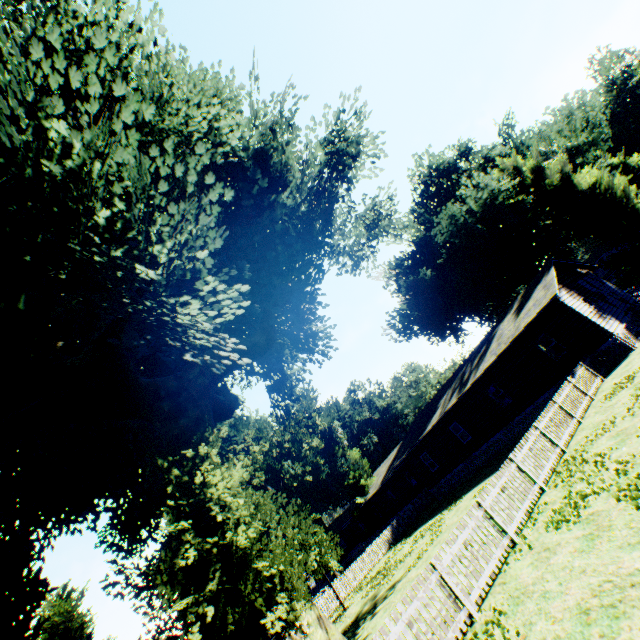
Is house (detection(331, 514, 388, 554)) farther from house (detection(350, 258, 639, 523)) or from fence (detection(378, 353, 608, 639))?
fence (detection(378, 353, 608, 639))

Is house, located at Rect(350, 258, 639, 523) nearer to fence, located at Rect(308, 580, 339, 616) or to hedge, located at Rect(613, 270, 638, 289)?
fence, located at Rect(308, 580, 339, 616)

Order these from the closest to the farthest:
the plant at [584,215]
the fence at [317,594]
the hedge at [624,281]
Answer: the plant at [584,215] < the fence at [317,594] < the hedge at [624,281]

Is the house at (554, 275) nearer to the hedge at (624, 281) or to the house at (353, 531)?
the house at (353, 531)

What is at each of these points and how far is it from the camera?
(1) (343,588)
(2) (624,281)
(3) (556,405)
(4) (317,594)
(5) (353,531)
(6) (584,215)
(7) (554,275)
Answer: (1) fence, 24.94m
(2) hedge, 49.38m
(3) fence, 13.70m
(4) fence, 30.30m
(5) house, 56.50m
(6) plant, 23.52m
(7) house, 20.22m

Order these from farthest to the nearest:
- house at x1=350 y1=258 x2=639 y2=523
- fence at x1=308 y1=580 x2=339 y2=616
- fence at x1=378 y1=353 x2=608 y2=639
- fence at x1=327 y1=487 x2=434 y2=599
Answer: fence at x1=327 y1=487 x2=434 y2=599 → fence at x1=308 y1=580 x2=339 y2=616 → house at x1=350 y1=258 x2=639 y2=523 → fence at x1=378 y1=353 x2=608 y2=639

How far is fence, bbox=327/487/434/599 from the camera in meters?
25.4

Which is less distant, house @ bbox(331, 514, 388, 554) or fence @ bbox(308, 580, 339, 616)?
fence @ bbox(308, 580, 339, 616)
